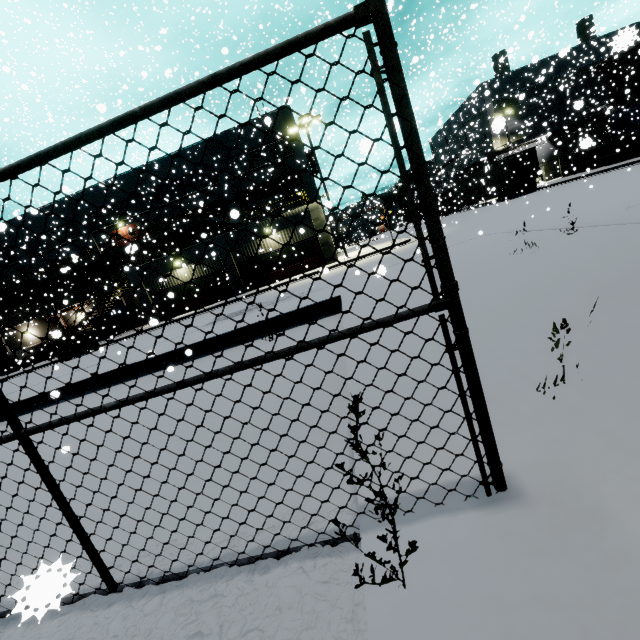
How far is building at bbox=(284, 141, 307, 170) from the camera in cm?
3093

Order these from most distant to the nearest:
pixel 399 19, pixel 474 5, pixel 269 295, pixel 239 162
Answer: pixel 399 19
pixel 239 162
pixel 269 295
pixel 474 5

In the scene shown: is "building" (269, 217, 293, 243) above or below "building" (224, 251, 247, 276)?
above

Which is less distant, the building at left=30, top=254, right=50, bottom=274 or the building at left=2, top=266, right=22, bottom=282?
the building at left=30, top=254, right=50, bottom=274

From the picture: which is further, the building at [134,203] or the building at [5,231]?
the building at [134,203]

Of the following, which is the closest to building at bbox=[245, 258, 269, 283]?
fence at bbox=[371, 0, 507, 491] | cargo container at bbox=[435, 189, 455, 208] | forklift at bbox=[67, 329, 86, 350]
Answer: cargo container at bbox=[435, 189, 455, 208]

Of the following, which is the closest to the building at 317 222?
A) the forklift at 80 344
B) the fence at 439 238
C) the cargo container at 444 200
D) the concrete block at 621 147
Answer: the concrete block at 621 147
